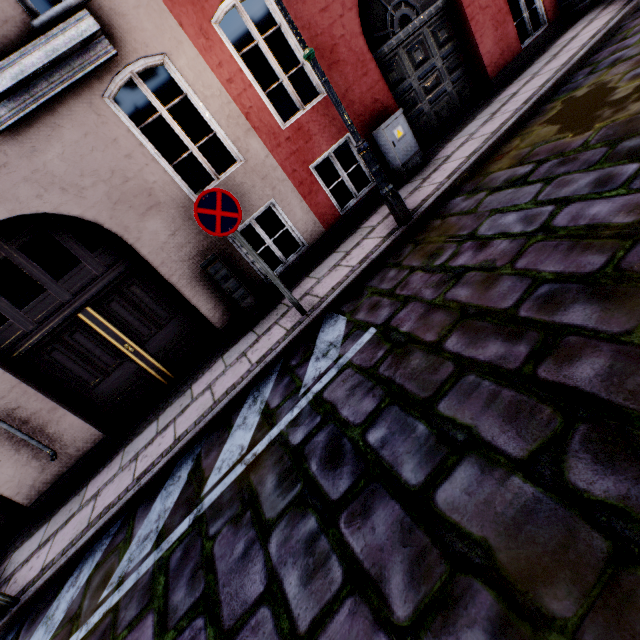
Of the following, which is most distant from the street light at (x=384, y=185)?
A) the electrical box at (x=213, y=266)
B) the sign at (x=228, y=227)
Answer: the electrical box at (x=213, y=266)

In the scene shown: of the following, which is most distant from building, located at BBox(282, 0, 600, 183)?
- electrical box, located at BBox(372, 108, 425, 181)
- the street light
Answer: the street light

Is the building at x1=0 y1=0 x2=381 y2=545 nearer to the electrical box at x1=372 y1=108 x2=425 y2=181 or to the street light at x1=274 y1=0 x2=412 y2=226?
the electrical box at x1=372 y1=108 x2=425 y2=181

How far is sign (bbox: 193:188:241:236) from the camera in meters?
3.7

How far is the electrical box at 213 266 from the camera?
5.07m

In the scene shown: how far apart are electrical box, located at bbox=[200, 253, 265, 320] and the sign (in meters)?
1.31

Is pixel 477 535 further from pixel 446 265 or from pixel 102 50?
pixel 102 50

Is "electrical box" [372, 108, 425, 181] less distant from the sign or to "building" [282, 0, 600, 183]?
"building" [282, 0, 600, 183]
